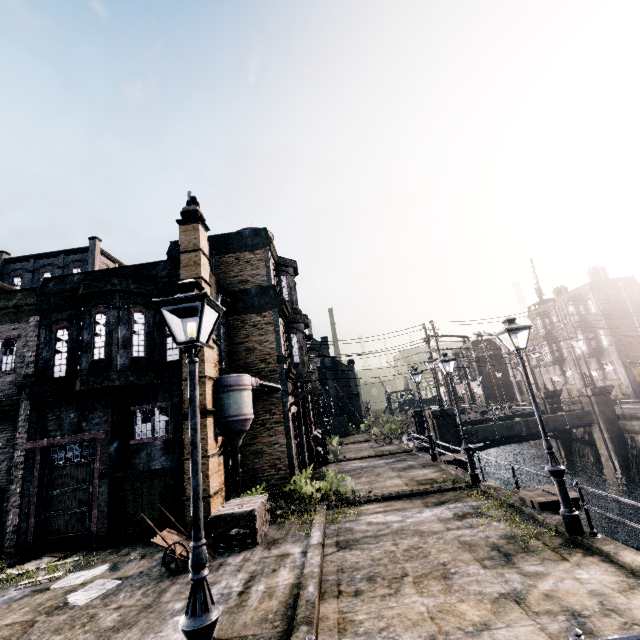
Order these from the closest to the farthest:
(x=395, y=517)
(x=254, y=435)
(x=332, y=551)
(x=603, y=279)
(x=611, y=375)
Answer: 1. (x=332, y=551)
2. (x=395, y=517)
3. (x=254, y=435)
4. (x=611, y=375)
5. (x=603, y=279)

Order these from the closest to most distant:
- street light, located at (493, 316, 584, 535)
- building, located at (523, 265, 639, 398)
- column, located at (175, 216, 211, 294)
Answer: street light, located at (493, 316, 584, 535) → column, located at (175, 216, 211, 294) → building, located at (523, 265, 639, 398)

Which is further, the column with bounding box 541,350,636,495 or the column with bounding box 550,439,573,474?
the column with bounding box 550,439,573,474

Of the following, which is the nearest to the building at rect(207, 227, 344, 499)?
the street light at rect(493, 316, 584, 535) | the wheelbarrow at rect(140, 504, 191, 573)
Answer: the wheelbarrow at rect(140, 504, 191, 573)

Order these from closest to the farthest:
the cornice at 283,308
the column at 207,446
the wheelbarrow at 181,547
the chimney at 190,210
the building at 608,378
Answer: the wheelbarrow at 181,547 < the column at 207,446 < the chimney at 190,210 < the cornice at 283,308 < the building at 608,378

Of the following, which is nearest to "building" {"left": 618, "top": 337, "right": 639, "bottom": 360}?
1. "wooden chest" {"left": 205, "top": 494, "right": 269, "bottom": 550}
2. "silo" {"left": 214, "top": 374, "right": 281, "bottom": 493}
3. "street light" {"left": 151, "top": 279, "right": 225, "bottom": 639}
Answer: "silo" {"left": 214, "top": 374, "right": 281, "bottom": 493}

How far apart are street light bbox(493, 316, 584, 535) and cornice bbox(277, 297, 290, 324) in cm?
1314

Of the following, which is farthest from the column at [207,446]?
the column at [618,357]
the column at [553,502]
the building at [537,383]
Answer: the building at [537,383]
